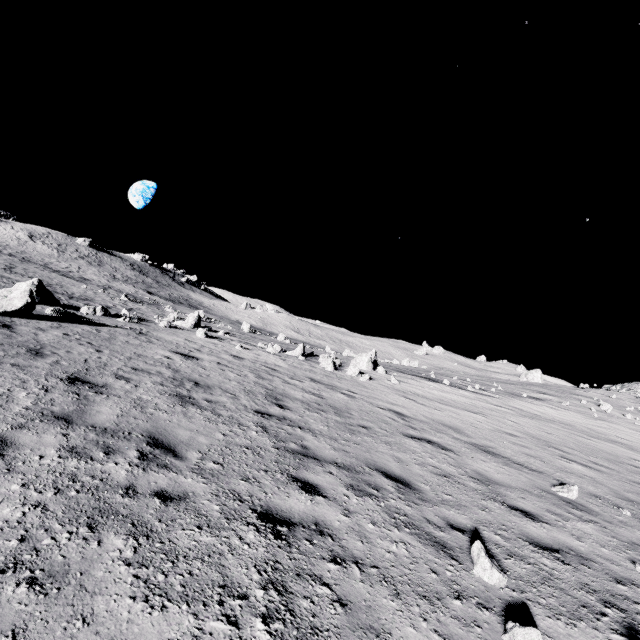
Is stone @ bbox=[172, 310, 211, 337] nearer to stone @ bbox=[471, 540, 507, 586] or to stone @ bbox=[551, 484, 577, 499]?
stone @ bbox=[551, 484, 577, 499]

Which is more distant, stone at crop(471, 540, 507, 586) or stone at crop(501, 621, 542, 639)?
stone at crop(471, 540, 507, 586)

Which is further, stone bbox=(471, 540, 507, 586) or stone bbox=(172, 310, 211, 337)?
stone bbox=(172, 310, 211, 337)

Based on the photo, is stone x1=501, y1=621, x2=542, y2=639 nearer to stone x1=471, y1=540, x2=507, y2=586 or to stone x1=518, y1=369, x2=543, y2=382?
stone x1=471, y1=540, x2=507, y2=586

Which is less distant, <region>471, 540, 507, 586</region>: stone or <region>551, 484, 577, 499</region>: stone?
<region>471, 540, 507, 586</region>: stone

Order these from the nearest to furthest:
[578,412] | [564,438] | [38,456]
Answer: [38,456]
[564,438]
[578,412]

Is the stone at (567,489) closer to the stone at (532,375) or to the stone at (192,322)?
the stone at (192,322)

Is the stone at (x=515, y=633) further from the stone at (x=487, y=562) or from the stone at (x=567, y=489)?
the stone at (x=567, y=489)
